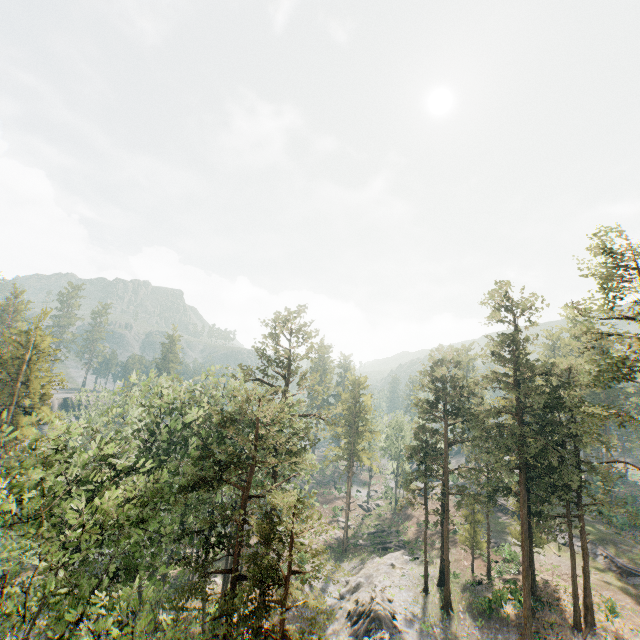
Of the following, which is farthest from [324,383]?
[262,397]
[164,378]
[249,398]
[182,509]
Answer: [182,509]

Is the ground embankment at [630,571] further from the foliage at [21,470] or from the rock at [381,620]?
the rock at [381,620]

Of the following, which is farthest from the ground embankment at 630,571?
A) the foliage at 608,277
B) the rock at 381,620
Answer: the rock at 381,620

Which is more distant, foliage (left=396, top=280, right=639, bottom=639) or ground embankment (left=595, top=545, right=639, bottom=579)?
ground embankment (left=595, top=545, right=639, bottom=579)

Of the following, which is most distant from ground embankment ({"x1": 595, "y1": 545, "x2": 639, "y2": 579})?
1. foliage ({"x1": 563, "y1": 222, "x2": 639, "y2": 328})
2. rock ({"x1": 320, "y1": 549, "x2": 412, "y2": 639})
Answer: rock ({"x1": 320, "y1": 549, "x2": 412, "y2": 639})

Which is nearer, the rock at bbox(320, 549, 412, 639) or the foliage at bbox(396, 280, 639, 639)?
the foliage at bbox(396, 280, 639, 639)

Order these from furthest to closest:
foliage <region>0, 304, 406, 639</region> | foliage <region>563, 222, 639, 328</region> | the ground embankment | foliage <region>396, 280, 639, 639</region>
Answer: the ground embankment
foliage <region>396, 280, 639, 639</region>
foliage <region>563, 222, 639, 328</region>
foliage <region>0, 304, 406, 639</region>

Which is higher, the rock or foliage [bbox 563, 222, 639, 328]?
foliage [bbox 563, 222, 639, 328]
